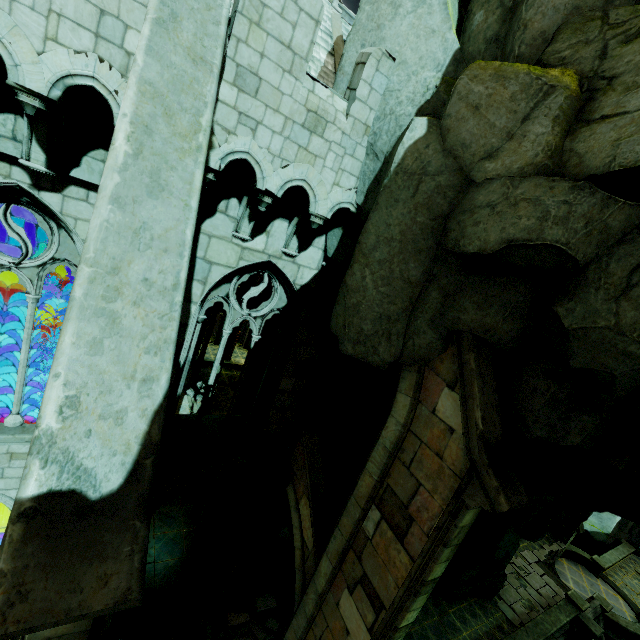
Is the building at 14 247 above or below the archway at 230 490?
above

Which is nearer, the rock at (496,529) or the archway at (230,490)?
the archway at (230,490)

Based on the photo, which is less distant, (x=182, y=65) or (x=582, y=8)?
(x=182, y=65)

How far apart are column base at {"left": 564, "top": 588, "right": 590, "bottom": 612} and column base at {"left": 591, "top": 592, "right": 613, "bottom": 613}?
3.42m

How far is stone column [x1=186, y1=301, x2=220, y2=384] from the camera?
21.4m

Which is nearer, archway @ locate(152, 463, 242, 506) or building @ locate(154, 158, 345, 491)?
building @ locate(154, 158, 345, 491)

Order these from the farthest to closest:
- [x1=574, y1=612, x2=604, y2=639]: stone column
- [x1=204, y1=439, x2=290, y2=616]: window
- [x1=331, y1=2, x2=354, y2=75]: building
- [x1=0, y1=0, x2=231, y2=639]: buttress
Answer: [x1=574, y1=612, x2=604, y2=639]: stone column
[x1=331, y1=2, x2=354, y2=75]: building
[x1=204, y1=439, x2=290, y2=616]: window
[x1=0, y1=0, x2=231, y2=639]: buttress

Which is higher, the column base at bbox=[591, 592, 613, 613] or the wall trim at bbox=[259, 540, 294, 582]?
the wall trim at bbox=[259, 540, 294, 582]
